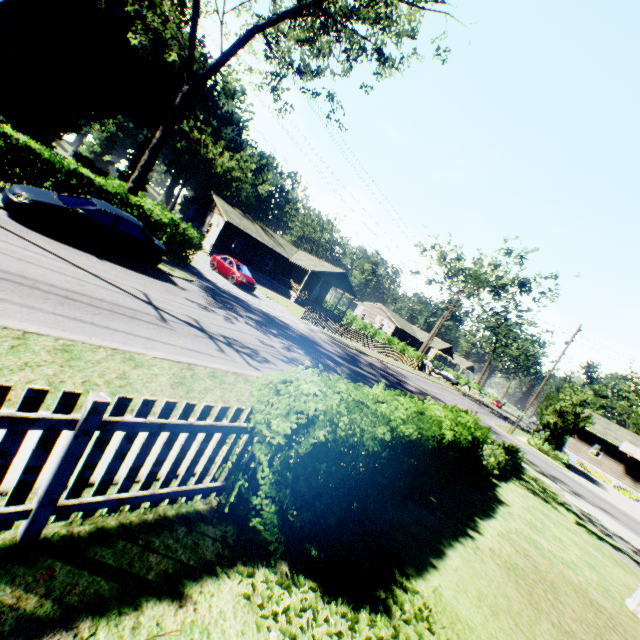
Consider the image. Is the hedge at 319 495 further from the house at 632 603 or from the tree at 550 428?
the tree at 550 428

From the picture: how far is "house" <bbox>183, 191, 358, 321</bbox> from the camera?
36.1 meters

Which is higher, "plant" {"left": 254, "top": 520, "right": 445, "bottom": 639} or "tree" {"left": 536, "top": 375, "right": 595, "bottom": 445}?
"tree" {"left": 536, "top": 375, "right": 595, "bottom": 445}

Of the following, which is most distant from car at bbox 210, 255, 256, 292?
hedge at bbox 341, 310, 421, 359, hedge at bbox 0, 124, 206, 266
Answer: hedge at bbox 341, 310, 421, 359

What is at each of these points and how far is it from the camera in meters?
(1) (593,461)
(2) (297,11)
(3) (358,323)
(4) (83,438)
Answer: (1) house, 36.5 m
(2) tree, 15.9 m
(3) hedge, 52.5 m
(4) fence, 2.4 m

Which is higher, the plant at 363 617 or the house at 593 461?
the house at 593 461

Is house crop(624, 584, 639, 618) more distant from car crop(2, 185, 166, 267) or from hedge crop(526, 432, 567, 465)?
hedge crop(526, 432, 567, 465)

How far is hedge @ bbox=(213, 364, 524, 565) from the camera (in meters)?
3.32
